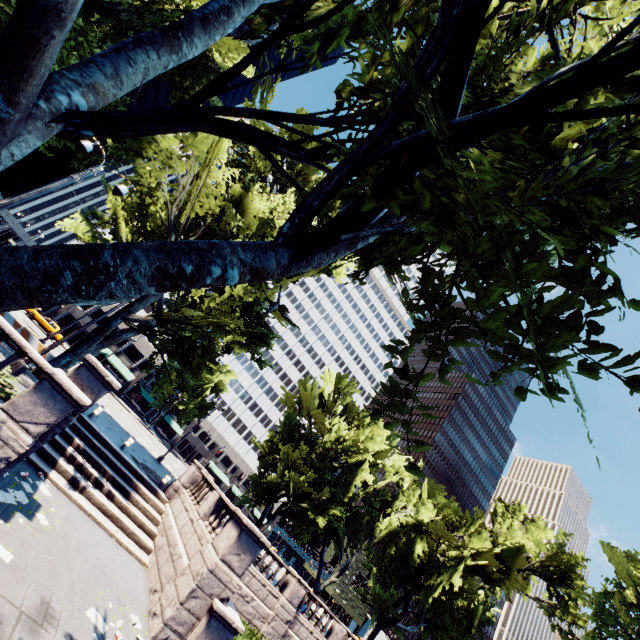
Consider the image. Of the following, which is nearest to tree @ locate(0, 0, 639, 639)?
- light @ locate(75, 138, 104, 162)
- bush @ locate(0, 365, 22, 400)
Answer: light @ locate(75, 138, 104, 162)

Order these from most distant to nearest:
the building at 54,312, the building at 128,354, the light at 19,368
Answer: the building at 128,354
the building at 54,312
the light at 19,368

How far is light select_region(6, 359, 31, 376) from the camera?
12.44m

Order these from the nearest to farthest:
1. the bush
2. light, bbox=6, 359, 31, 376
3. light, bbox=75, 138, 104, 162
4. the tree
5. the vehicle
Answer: the tree
the bush
light, bbox=75, 138, 104, 162
light, bbox=6, 359, 31, 376
the vehicle

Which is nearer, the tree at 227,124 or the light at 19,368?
the tree at 227,124

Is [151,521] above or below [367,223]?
below

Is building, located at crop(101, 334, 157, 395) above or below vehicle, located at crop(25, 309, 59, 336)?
above

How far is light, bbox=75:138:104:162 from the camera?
11.7 meters
